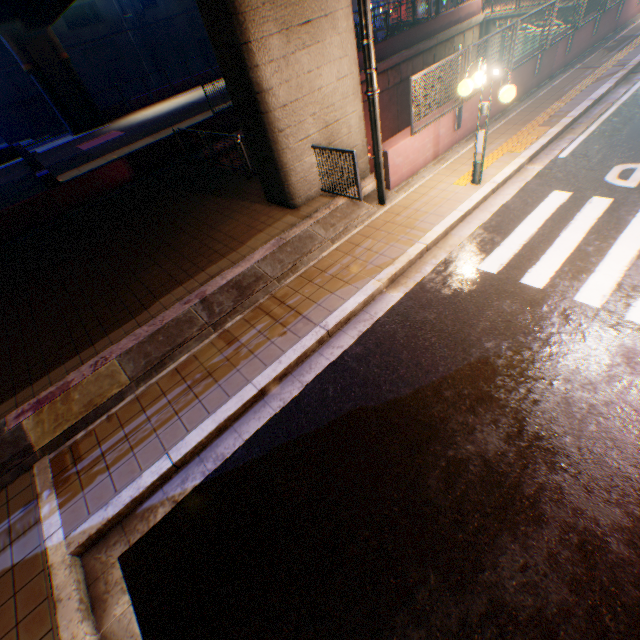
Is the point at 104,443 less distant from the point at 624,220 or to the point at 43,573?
the point at 43,573

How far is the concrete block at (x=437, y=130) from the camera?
7.9m

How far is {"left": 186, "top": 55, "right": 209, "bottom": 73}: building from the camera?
39.8 meters

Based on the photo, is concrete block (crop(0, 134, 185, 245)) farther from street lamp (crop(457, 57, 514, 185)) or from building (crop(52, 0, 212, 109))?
street lamp (crop(457, 57, 514, 185))

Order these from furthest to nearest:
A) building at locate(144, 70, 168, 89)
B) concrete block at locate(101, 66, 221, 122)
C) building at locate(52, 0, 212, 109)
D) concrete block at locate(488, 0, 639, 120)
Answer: building at locate(144, 70, 168, 89), building at locate(52, 0, 212, 109), concrete block at locate(101, 66, 221, 122), concrete block at locate(488, 0, 639, 120)

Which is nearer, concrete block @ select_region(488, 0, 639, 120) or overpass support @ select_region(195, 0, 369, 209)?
overpass support @ select_region(195, 0, 369, 209)

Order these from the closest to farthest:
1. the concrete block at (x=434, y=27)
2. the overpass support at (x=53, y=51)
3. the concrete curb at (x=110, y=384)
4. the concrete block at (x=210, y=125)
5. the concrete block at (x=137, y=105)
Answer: the concrete curb at (x=110, y=384) → the concrete block at (x=210, y=125) → the overpass support at (x=53, y=51) → the concrete block at (x=434, y=27) → the concrete block at (x=137, y=105)
